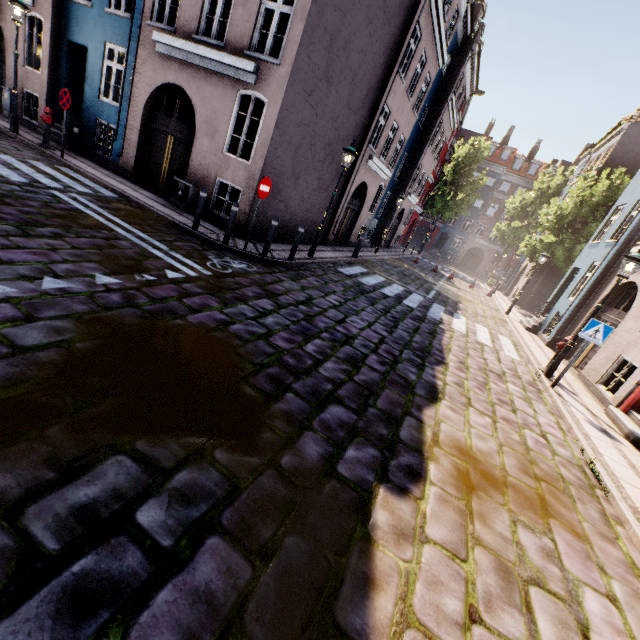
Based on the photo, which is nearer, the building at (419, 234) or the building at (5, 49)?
the building at (5, 49)

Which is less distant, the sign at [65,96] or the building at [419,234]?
the sign at [65,96]

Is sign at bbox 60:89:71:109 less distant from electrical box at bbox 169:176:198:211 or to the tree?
electrical box at bbox 169:176:198:211

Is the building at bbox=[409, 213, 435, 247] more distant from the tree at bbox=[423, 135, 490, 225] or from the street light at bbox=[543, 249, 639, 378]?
the tree at bbox=[423, 135, 490, 225]

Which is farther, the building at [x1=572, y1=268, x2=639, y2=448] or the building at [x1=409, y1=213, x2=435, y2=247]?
the building at [x1=409, y1=213, x2=435, y2=247]

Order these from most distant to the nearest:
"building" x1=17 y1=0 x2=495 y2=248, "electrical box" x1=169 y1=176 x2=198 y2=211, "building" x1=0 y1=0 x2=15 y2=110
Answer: "building" x1=0 y1=0 x2=15 y2=110 → "electrical box" x1=169 y1=176 x2=198 y2=211 → "building" x1=17 y1=0 x2=495 y2=248

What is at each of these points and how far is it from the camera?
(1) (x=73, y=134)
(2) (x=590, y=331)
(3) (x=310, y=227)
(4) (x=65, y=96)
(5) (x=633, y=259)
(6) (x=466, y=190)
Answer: (1) electrical box, 11.69m
(2) sign, 7.56m
(3) building, 14.02m
(4) sign, 9.53m
(5) street light, 7.67m
(6) tree, 35.34m

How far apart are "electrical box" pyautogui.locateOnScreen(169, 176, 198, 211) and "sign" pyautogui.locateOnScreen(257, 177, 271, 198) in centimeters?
320cm
